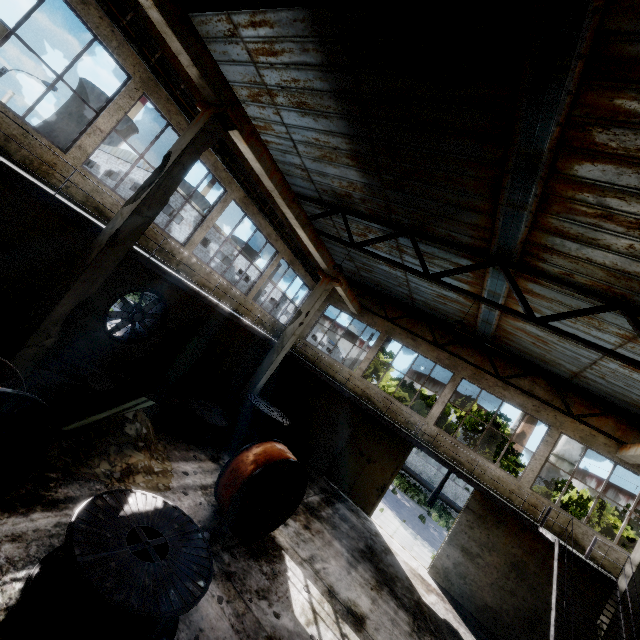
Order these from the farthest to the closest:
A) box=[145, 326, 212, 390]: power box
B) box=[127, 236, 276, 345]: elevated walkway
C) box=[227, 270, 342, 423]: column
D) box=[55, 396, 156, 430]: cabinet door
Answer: box=[227, 270, 342, 423]: column, box=[145, 326, 212, 390]: power box, box=[127, 236, 276, 345]: elevated walkway, box=[55, 396, 156, 430]: cabinet door

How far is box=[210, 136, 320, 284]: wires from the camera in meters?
10.9

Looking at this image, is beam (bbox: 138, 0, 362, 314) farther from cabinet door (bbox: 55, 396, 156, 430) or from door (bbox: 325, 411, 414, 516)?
cabinet door (bbox: 55, 396, 156, 430)

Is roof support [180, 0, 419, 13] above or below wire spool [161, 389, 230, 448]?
above

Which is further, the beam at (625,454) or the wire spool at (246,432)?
the beam at (625,454)

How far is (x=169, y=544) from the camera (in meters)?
4.71

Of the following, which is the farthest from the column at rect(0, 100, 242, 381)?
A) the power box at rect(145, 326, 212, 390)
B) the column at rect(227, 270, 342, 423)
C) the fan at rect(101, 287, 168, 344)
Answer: the column at rect(227, 270, 342, 423)

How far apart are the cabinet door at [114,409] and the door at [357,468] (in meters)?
10.68
